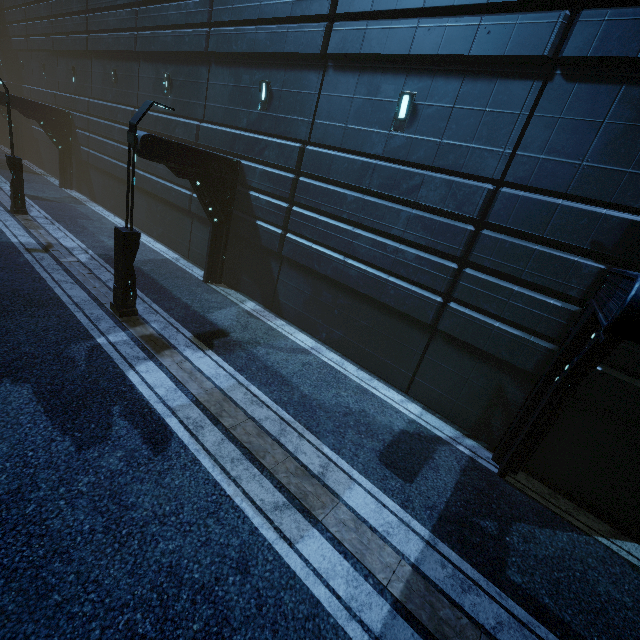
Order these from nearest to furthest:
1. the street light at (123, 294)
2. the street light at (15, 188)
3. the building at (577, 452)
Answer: the building at (577, 452) < the street light at (123, 294) < the street light at (15, 188)

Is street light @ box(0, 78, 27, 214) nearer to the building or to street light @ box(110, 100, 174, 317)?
the building

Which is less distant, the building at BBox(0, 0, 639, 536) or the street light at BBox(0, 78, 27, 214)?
the building at BBox(0, 0, 639, 536)

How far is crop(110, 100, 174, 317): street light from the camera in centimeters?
768cm

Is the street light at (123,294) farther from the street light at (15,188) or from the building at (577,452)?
the street light at (15,188)

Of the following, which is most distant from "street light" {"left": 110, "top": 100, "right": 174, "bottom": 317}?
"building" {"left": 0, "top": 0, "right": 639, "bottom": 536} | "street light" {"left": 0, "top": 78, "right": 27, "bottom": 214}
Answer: "street light" {"left": 0, "top": 78, "right": 27, "bottom": 214}

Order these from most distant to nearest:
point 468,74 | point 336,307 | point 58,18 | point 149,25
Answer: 1. point 58,18
2. point 149,25
3. point 336,307
4. point 468,74
